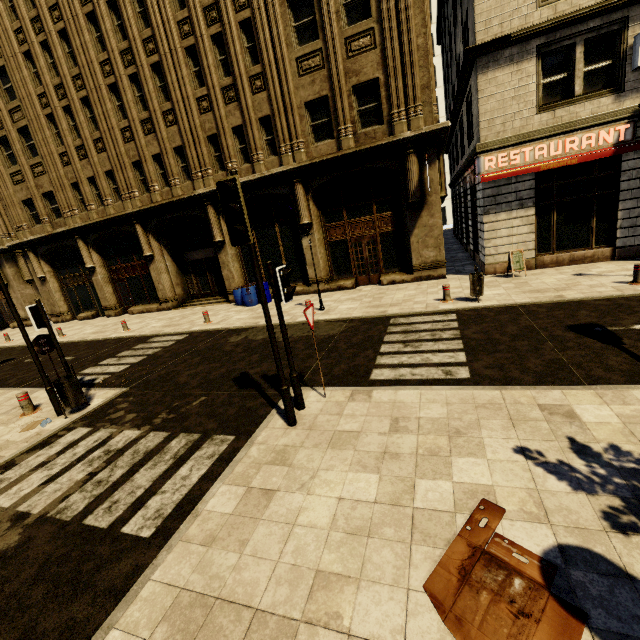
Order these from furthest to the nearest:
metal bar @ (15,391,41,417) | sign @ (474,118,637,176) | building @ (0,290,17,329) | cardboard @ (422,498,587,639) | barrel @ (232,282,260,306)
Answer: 1. building @ (0,290,17,329)
2. barrel @ (232,282,260,306)
3. sign @ (474,118,637,176)
4. metal bar @ (15,391,41,417)
5. cardboard @ (422,498,587,639)

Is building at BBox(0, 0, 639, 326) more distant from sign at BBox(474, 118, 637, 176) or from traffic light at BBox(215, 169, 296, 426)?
traffic light at BBox(215, 169, 296, 426)

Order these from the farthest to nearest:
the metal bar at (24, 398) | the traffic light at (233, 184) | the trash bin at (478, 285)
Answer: the trash bin at (478, 285)
the metal bar at (24, 398)
the traffic light at (233, 184)

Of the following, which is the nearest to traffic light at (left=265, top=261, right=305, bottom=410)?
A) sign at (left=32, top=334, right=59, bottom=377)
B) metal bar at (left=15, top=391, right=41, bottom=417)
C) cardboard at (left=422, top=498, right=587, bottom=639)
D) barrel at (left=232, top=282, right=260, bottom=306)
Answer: cardboard at (left=422, top=498, right=587, bottom=639)

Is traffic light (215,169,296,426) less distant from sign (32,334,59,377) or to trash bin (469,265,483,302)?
sign (32,334,59,377)

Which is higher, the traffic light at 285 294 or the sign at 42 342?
the traffic light at 285 294

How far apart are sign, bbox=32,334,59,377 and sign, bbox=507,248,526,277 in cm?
1457

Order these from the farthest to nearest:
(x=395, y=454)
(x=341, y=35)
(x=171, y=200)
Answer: (x=171, y=200), (x=341, y=35), (x=395, y=454)
